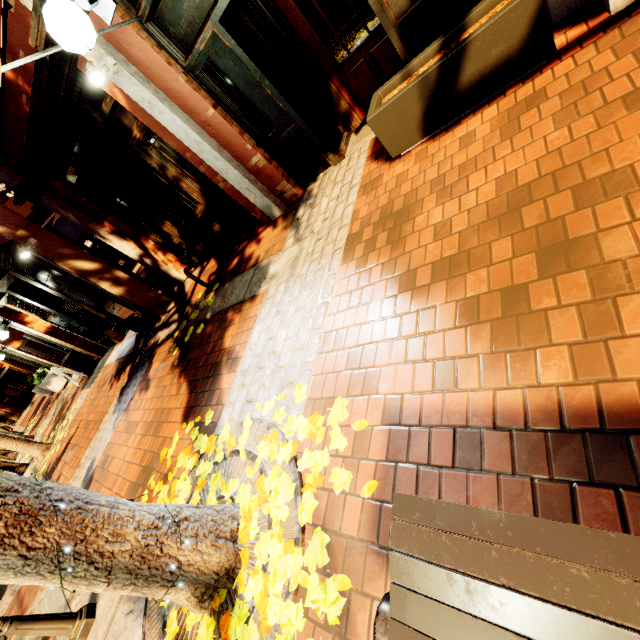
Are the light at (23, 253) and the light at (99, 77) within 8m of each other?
yes

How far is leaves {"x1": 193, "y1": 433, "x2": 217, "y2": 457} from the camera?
3.1 meters

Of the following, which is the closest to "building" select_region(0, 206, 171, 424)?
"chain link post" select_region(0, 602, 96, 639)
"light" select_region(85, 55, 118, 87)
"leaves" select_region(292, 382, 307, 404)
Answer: "light" select_region(85, 55, 118, 87)

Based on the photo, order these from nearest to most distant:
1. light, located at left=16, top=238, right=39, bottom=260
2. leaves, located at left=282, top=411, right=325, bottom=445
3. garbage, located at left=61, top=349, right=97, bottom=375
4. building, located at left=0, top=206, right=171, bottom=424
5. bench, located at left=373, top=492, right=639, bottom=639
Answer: bench, located at left=373, top=492, right=639, bottom=639 → leaves, located at left=282, top=411, right=325, bottom=445 → light, located at left=16, top=238, right=39, bottom=260 → building, located at left=0, top=206, right=171, bottom=424 → garbage, located at left=61, top=349, right=97, bottom=375

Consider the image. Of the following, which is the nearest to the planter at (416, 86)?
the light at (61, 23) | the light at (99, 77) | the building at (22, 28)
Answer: the building at (22, 28)

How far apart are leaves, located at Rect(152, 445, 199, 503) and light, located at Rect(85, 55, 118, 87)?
4.0m

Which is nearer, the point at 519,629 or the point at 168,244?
the point at 519,629
